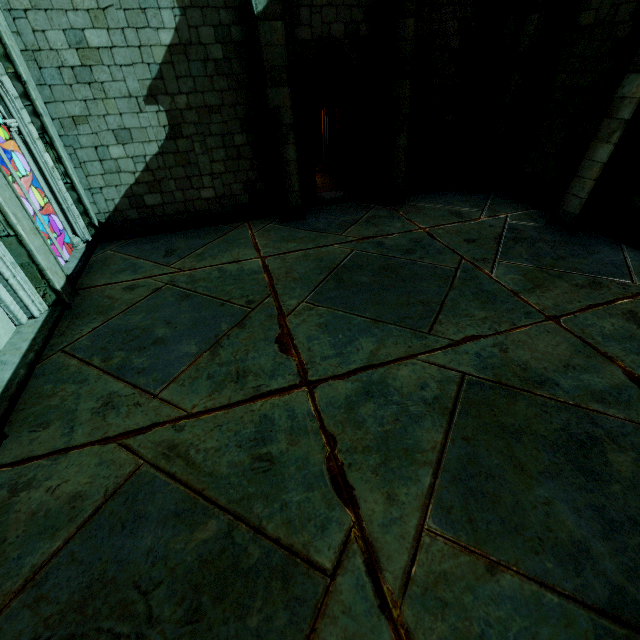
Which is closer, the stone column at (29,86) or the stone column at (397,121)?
the stone column at (29,86)

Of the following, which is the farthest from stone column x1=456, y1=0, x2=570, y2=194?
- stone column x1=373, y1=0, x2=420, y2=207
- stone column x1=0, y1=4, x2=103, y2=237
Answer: stone column x1=0, y1=4, x2=103, y2=237

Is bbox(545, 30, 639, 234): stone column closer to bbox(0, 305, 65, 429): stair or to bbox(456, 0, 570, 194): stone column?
bbox(456, 0, 570, 194): stone column

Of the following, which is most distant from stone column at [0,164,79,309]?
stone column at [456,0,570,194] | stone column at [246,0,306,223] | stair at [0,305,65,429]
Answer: stone column at [456,0,570,194]

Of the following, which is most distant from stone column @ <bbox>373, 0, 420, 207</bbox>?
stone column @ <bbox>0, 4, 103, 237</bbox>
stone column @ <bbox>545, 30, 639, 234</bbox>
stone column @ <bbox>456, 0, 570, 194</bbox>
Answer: stone column @ <bbox>0, 4, 103, 237</bbox>

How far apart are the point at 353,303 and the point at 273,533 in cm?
387

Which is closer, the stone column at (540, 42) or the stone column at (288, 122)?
the stone column at (288, 122)

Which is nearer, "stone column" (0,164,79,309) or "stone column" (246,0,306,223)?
"stone column" (0,164,79,309)
